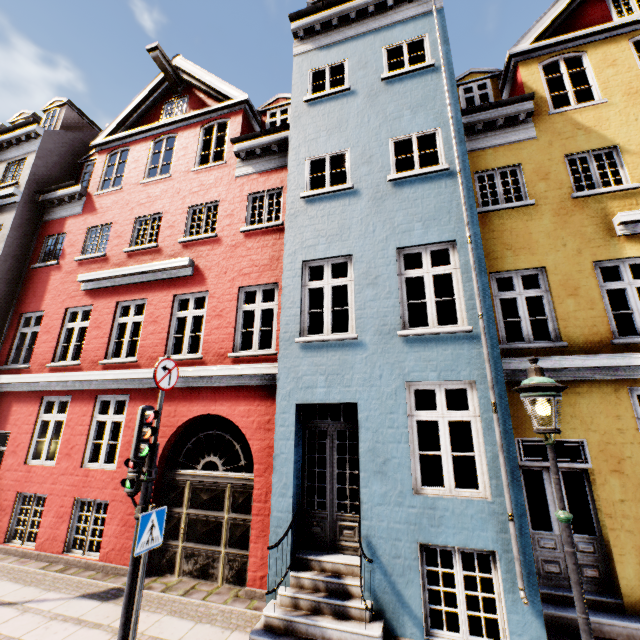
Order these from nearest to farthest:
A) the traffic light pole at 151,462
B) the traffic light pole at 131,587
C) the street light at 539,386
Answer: the street light at 539,386 → the traffic light pole at 131,587 → the traffic light pole at 151,462

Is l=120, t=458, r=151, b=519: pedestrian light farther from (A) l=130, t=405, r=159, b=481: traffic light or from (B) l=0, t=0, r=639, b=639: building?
(B) l=0, t=0, r=639, b=639: building

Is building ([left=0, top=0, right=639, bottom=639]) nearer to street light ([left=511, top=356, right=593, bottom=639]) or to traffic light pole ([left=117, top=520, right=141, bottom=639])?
street light ([left=511, top=356, right=593, bottom=639])

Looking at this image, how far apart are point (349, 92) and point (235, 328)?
6.6 meters

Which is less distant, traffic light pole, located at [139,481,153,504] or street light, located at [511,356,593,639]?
street light, located at [511,356,593,639]

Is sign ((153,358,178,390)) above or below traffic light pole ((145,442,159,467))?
above

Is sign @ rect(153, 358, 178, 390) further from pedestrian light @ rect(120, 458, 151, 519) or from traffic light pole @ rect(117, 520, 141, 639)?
traffic light pole @ rect(117, 520, 141, 639)

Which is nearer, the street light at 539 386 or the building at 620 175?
the street light at 539 386
